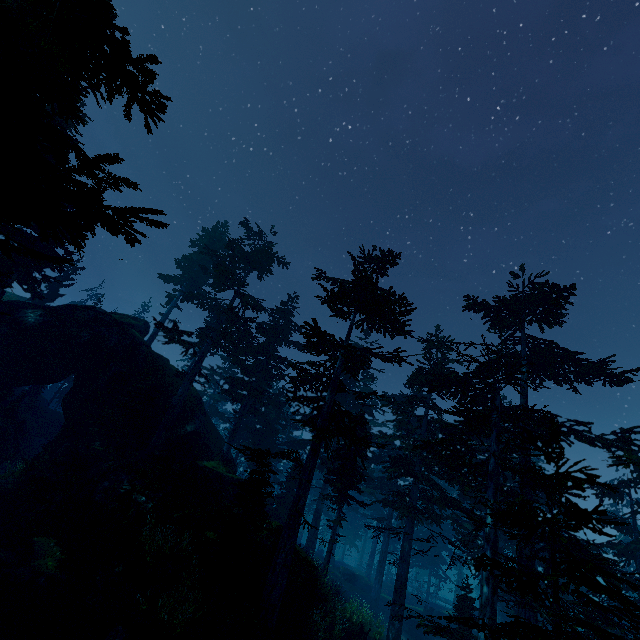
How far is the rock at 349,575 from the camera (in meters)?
34.78

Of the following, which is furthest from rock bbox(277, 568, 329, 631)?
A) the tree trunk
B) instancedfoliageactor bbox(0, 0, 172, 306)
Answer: the tree trunk

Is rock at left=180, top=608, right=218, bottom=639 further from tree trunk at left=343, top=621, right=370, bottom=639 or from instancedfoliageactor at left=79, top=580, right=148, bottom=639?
tree trunk at left=343, top=621, right=370, bottom=639

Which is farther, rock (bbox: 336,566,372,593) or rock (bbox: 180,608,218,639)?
rock (bbox: 336,566,372,593)

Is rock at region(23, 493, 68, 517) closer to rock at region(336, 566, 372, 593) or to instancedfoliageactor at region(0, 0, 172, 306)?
Result: instancedfoliageactor at region(0, 0, 172, 306)

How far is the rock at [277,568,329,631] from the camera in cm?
1498

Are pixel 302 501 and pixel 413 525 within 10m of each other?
no

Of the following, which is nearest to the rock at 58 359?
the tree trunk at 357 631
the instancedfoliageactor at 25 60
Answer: the instancedfoliageactor at 25 60
